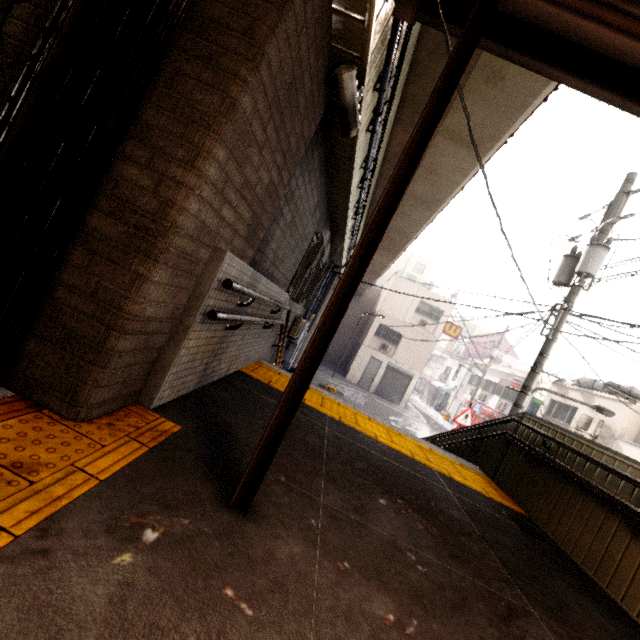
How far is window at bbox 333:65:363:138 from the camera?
2.51m

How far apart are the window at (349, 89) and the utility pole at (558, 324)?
6.7m

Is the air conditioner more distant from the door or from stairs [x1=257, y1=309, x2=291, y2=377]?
the door

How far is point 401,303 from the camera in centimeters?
2470cm

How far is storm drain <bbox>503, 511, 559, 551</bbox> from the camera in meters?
3.4

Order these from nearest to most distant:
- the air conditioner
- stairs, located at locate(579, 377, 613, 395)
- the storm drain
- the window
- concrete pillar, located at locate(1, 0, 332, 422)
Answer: concrete pillar, located at locate(1, 0, 332, 422)
the window
the storm drain
the air conditioner
stairs, located at locate(579, 377, 613, 395)

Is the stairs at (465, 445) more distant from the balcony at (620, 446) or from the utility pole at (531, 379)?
the balcony at (620, 446)

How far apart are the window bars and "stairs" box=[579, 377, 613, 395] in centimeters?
1535cm
